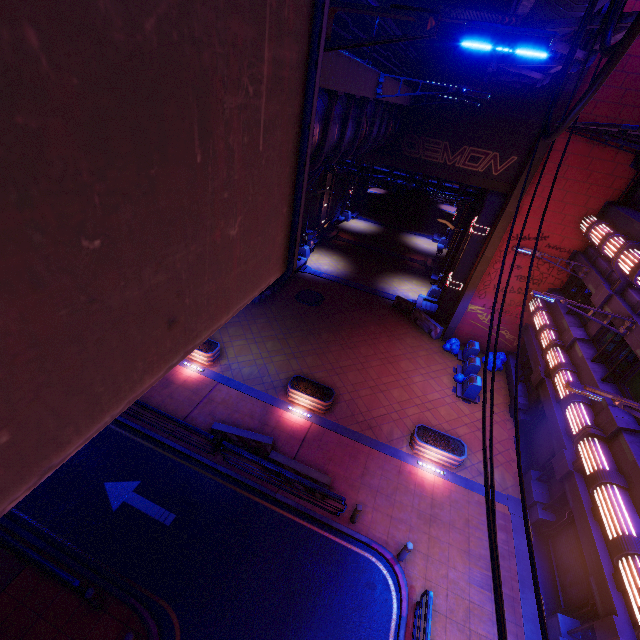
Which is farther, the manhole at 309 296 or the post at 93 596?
the manhole at 309 296

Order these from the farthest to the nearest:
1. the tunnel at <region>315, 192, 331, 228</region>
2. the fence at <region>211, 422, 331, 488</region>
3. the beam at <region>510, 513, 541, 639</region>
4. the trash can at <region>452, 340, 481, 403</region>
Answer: the tunnel at <region>315, 192, 331, 228</region>
the trash can at <region>452, 340, 481, 403</region>
the fence at <region>211, 422, 331, 488</region>
the beam at <region>510, 513, 541, 639</region>

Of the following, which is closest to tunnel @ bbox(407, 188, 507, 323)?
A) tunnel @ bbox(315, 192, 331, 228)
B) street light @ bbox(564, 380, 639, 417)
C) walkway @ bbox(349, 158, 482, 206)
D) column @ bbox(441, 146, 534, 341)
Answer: walkway @ bbox(349, 158, 482, 206)

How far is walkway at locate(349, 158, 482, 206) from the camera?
21.6 meters

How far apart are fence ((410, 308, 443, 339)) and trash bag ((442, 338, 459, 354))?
0.5m

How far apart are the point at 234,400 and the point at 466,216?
23.95m

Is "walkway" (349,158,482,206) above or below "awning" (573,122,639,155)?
below

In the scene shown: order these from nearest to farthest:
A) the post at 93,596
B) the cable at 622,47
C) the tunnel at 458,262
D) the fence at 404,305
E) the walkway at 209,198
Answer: the walkway at 209,198, the cable at 622,47, the post at 93,596, the tunnel at 458,262, the fence at 404,305
